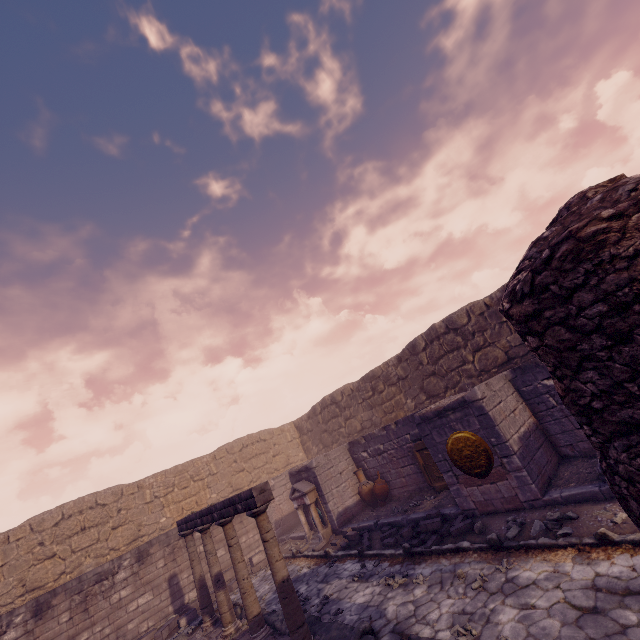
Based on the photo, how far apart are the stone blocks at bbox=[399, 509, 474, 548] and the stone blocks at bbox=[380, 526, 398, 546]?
0.7 meters

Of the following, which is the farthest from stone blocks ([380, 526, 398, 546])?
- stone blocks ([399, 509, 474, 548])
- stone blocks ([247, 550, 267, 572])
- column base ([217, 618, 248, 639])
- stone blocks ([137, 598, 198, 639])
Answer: stone blocks ([137, 598, 198, 639])

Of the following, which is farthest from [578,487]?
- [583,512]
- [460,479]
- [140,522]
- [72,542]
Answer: [72,542]

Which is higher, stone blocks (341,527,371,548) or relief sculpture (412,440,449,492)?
relief sculpture (412,440,449,492)

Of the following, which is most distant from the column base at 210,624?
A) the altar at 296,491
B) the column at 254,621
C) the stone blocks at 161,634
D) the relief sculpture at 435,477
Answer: the relief sculpture at 435,477

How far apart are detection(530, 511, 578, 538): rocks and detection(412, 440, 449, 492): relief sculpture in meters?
2.9

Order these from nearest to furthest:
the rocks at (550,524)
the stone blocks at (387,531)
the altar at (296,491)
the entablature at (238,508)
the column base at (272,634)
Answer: the rocks at (550,524), the entablature at (238,508), the column base at (272,634), the stone blocks at (387,531), the altar at (296,491)

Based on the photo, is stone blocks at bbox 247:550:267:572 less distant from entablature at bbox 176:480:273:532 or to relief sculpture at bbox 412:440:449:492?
entablature at bbox 176:480:273:532
